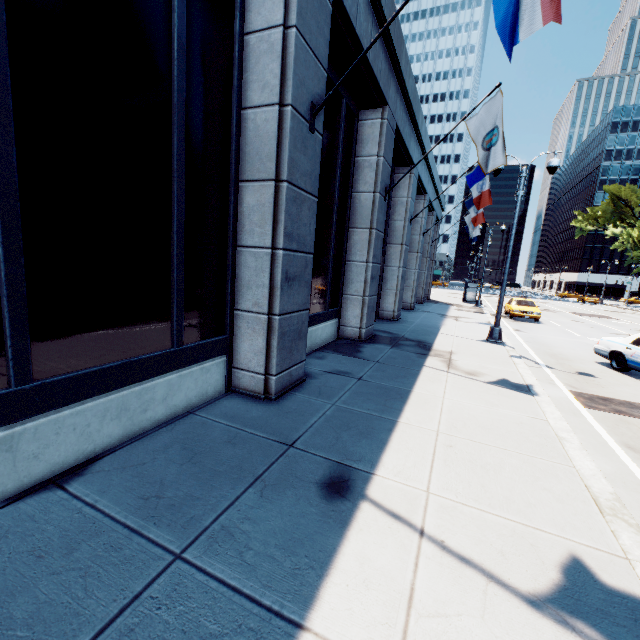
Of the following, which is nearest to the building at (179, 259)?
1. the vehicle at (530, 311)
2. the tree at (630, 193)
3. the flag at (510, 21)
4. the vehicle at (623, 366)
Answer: the flag at (510, 21)

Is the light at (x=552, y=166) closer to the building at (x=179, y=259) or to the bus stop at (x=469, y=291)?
the building at (x=179, y=259)

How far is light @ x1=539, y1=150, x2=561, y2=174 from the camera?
11.94m

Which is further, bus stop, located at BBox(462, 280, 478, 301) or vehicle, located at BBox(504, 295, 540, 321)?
bus stop, located at BBox(462, 280, 478, 301)

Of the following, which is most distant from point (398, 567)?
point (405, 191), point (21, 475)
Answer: point (405, 191)

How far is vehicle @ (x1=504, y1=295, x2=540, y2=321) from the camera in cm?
2214

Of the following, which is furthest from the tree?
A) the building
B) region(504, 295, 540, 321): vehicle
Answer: the building

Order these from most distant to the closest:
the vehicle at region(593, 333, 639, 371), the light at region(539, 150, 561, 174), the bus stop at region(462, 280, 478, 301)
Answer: the bus stop at region(462, 280, 478, 301) < the light at region(539, 150, 561, 174) < the vehicle at region(593, 333, 639, 371)
